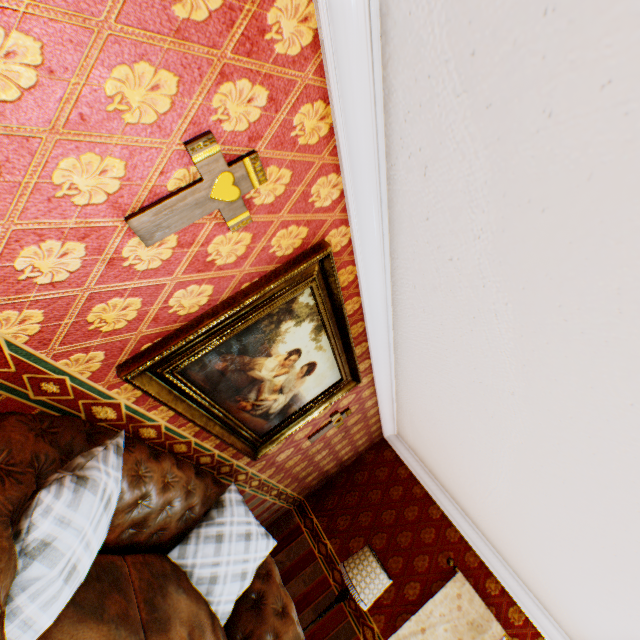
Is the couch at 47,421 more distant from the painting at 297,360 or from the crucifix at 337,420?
the crucifix at 337,420

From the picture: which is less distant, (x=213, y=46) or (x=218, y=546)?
(x=213, y=46)

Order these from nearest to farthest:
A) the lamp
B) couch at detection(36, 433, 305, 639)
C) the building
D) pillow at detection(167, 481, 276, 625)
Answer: the building < couch at detection(36, 433, 305, 639) < pillow at detection(167, 481, 276, 625) < the lamp

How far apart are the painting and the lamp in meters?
2.0 m

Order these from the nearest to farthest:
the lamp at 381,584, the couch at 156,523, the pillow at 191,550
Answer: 1. the couch at 156,523
2. the pillow at 191,550
3. the lamp at 381,584

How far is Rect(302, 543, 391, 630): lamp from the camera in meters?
3.7

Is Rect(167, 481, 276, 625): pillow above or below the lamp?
below

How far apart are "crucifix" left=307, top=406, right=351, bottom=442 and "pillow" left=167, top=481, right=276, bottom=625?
1.1m
